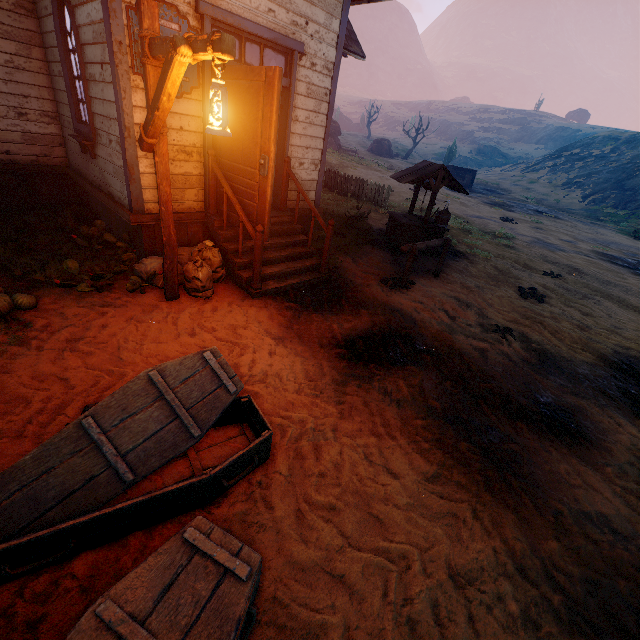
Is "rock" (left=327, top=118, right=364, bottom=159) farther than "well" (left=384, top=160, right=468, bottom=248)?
Yes

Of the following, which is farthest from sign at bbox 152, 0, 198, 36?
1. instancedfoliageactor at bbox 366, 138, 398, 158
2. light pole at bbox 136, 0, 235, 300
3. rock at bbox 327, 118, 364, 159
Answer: instancedfoliageactor at bbox 366, 138, 398, 158

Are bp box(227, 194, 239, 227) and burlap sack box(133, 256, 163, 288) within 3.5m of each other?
yes

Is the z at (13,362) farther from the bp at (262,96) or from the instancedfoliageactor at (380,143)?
the instancedfoliageactor at (380,143)

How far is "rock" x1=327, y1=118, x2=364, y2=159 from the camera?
32.86m

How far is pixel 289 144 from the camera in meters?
6.4

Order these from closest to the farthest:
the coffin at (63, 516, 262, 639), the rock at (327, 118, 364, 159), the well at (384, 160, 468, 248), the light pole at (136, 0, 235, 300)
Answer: the coffin at (63, 516, 262, 639) < the light pole at (136, 0, 235, 300) < the well at (384, 160, 468, 248) < the rock at (327, 118, 364, 159)

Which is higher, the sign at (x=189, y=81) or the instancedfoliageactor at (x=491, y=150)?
the instancedfoliageactor at (x=491, y=150)
